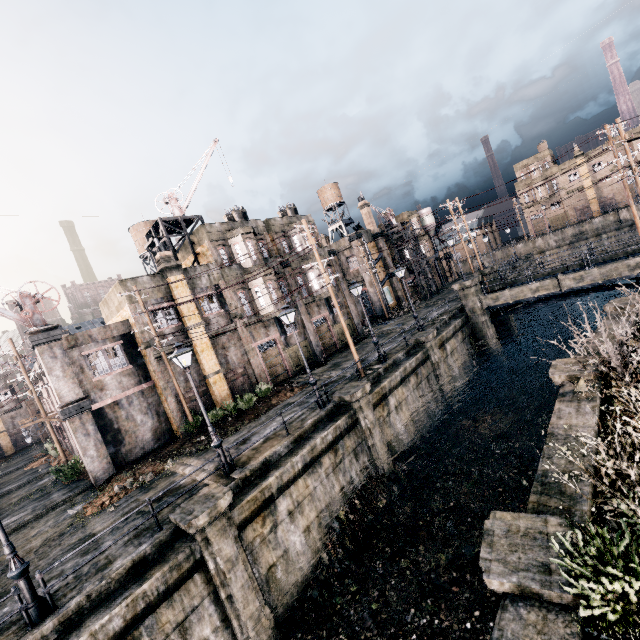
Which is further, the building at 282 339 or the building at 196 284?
the building at 282 339

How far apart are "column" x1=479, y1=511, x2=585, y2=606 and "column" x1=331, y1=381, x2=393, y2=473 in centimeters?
941cm

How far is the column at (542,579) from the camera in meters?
5.1 m

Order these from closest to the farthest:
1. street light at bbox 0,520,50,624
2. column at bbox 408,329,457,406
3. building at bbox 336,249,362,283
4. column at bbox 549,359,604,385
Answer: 1. street light at bbox 0,520,50,624
2. column at bbox 549,359,604,385
3. column at bbox 408,329,457,406
4. building at bbox 336,249,362,283

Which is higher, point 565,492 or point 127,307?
point 127,307

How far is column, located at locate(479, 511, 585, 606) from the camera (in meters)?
5.07

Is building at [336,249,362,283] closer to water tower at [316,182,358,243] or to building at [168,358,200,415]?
water tower at [316,182,358,243]

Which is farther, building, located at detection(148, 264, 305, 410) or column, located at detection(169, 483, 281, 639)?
building, located at detection(148, 264, 305, 410)
